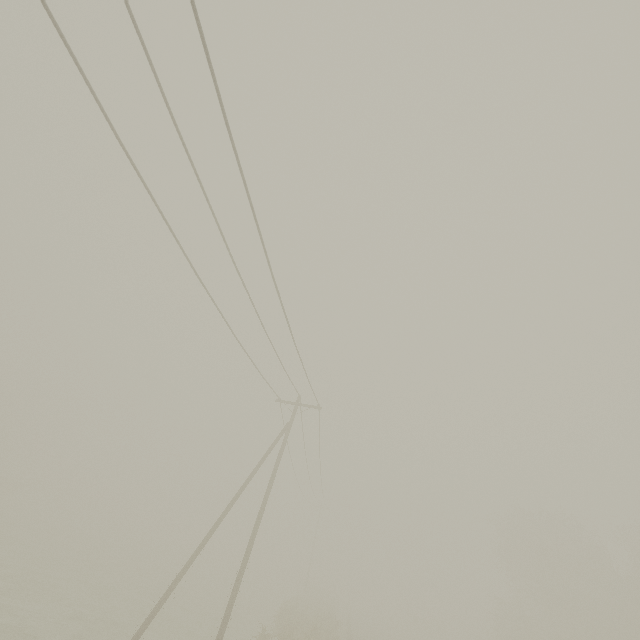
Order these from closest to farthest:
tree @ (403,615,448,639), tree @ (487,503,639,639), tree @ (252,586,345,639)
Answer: tree @ (252,586,345,639), tree @ (487,503,639,639), tree @ (403,615,448,639)

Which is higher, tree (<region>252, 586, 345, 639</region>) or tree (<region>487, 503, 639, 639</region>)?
tree (<region>487, 503, 639, 639</region>)

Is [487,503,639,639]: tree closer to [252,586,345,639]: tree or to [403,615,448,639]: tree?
[403,615,448,639]: tree

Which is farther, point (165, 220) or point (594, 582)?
point (594, 582)

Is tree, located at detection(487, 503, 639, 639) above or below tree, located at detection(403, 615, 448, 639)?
above

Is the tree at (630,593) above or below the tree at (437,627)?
above

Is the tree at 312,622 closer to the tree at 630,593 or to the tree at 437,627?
the tree at 437,627

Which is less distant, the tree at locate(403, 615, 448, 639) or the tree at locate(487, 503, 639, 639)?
the tree at locate(487, 503, 639, 639)
